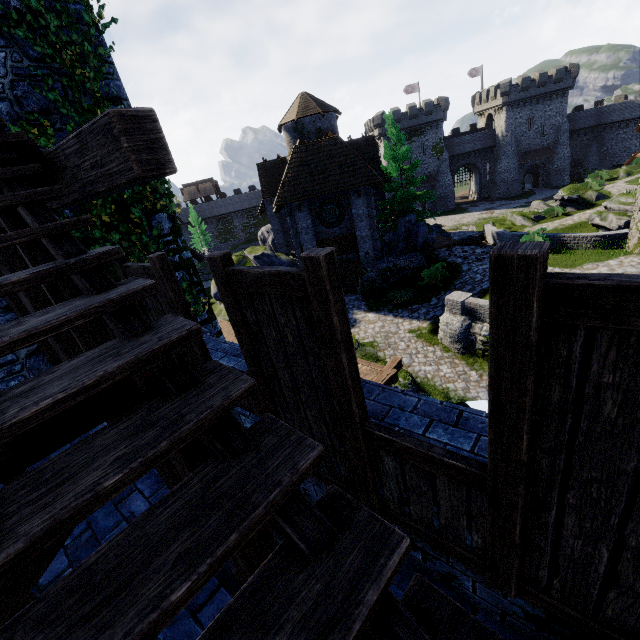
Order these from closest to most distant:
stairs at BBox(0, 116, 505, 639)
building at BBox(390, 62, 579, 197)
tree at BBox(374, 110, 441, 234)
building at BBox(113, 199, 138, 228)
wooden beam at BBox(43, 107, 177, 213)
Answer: stairs at BBox(0, 116, 505, 639), wooden beam at BBox(43, 107, 177, 213), building at BBox(113, 199, 138, 228), tree at BBox(374, 110, 441, 234), building at BBox(390, 62, 579, 197)

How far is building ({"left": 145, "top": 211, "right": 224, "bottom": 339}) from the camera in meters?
7.9

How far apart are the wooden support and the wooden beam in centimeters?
744cm

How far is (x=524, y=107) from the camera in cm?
5134

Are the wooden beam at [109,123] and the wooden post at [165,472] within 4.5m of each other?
yes

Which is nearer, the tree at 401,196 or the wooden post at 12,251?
the wooden post at 12,251

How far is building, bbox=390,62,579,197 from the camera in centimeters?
4969cm

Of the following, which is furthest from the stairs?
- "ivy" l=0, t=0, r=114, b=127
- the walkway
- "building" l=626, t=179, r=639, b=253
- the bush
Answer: the bush
